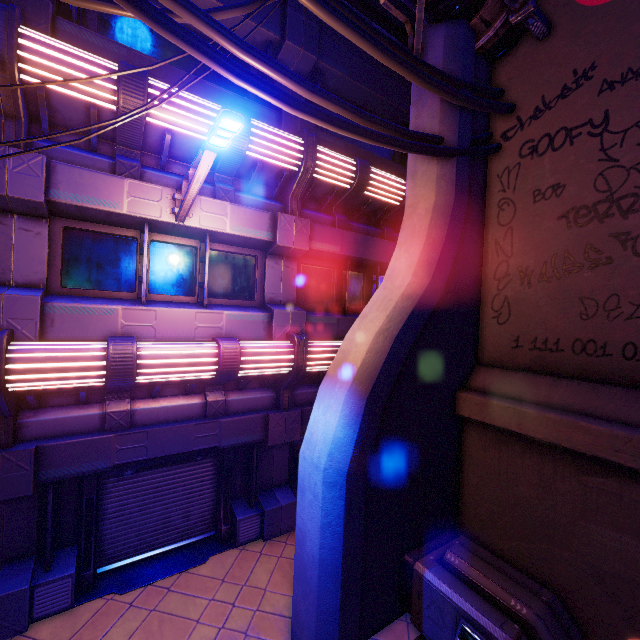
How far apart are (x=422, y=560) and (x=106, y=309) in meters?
7.0

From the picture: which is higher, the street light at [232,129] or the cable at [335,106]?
the cable at [335,106]

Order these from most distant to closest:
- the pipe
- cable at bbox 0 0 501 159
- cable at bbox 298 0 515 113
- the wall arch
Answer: the pipe
the wall arch
cable at bbox 298 0 515 113
cable at bbox 0 0 501 159

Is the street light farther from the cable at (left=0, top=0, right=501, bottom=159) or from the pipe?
the pipe

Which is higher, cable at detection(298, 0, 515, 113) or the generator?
cable at detection(298, 0, 515, 113)

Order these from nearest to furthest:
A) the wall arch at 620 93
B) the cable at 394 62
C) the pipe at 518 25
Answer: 1. the cable at 394 62
2. the wall arch at 620 93
3. the pipe at 518 25

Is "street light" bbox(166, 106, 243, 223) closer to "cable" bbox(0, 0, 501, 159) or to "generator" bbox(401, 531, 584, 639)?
"cable" bbox(0, 0, 501, 159)

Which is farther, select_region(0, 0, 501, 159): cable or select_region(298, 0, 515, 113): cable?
select_region(298, 0, 515, 113): cable
